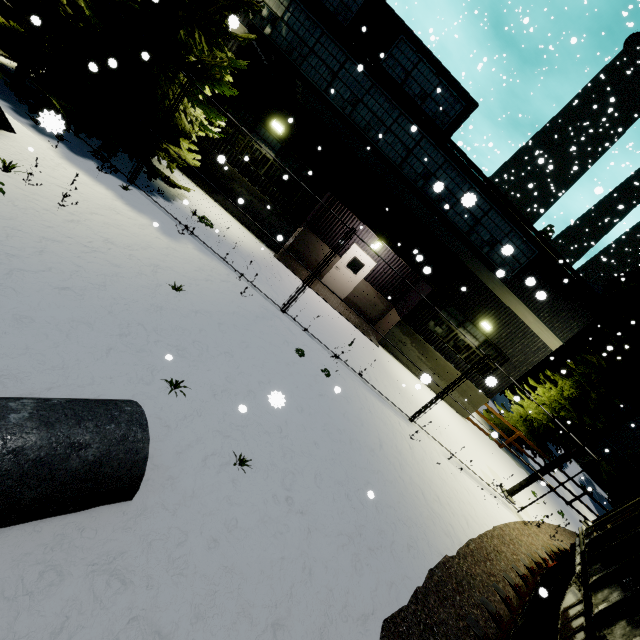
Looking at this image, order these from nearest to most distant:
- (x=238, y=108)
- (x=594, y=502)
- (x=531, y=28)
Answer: (x=531, y=28), (x=238, y=108), (x=594, y=502)

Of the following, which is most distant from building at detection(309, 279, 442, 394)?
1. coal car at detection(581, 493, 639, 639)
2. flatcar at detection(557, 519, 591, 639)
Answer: flatcar at detection(557, 519, 591, 639)

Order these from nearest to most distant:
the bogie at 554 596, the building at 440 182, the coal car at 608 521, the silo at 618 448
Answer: the coal car at 608 521 → the bogie at 554 596 → the building at 440 182 → the silo at 618 448

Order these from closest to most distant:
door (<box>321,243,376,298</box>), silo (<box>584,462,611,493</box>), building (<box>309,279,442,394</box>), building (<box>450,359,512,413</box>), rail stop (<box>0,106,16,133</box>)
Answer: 1. rail stop (<box>0,106,16,133</box>)
2. building (<box>309,279,442,394</box>)
3. building (<box>450,359,512,413</box>)
4. door (<box>321,243,376,298</box>)
5. silo (<box>584,462,611,493</box>)

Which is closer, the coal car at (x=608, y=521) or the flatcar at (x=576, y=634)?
the coal car at (x=608, y=521)

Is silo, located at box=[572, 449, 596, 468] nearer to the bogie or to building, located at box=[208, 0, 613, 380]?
building, located at box=[208, 0, 613, 380]

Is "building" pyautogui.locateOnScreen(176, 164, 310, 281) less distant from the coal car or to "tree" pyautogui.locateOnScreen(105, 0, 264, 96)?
"tree" pyautogui.locateOnScreen(105, 0, 264, 96)

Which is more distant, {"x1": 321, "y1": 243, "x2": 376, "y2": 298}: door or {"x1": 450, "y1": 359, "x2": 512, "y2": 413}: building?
{"x1": 321, "y1": 243, "x2": 376, "y2": 298}: door
